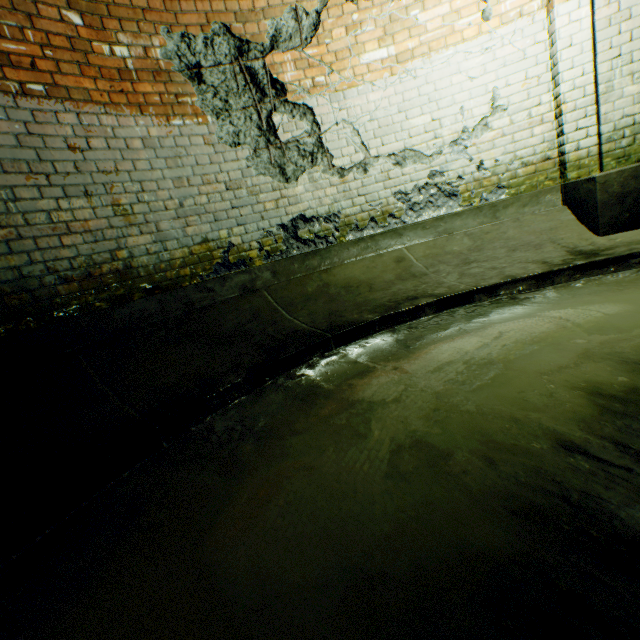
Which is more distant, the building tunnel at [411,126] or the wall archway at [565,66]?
the wall archway at [565,66]

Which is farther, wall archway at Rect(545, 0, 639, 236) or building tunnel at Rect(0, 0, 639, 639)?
wall archway at Rect(545, 0, 639, 236)

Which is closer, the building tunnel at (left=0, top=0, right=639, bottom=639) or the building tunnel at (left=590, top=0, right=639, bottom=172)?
the building tunnel at (left=0, top=0, right=639, bottom=639)

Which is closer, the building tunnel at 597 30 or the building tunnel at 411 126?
the building tunnel at 411 126

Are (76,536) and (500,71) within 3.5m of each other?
no
